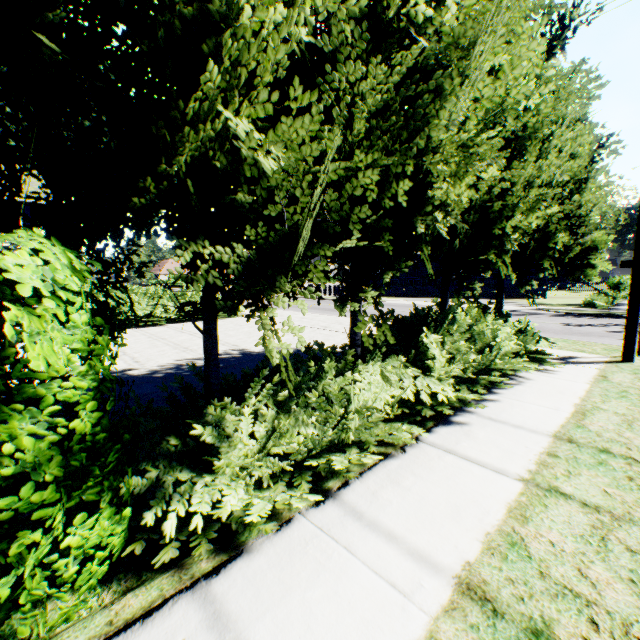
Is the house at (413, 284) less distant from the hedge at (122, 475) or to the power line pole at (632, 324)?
the hedge at (122, 475)

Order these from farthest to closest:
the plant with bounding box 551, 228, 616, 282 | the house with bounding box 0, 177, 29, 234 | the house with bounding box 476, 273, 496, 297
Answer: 1. the plant with bounding box 551, 228, 616, 282
2. the house with bounding box 476, 273, 496, 297
3. the house with bounding box 0, 177, 29, 234

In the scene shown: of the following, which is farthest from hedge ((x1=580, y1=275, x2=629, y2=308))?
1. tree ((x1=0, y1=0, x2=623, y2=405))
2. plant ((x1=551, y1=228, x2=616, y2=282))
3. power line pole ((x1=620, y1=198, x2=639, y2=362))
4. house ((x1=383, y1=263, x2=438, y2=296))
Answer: plant ((x1=551, y1=228, x2=616, y2=282))

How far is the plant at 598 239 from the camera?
44.22m

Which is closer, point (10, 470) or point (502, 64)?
point (10, 470)

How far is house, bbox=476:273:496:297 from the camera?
30.4 meters

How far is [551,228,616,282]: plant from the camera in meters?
44.2
